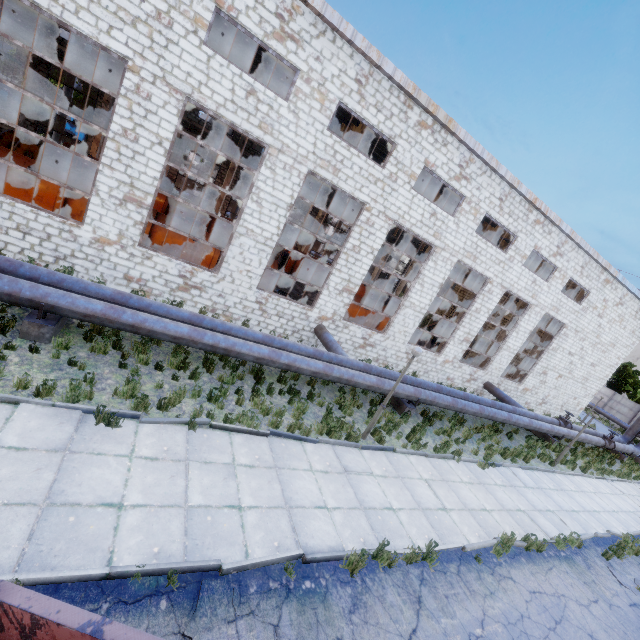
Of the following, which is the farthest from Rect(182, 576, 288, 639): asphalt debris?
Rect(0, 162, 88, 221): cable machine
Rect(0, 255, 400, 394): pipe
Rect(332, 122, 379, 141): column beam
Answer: Rect(332, 122, 379, 141): column beam

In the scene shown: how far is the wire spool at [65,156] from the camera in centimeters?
1484cm

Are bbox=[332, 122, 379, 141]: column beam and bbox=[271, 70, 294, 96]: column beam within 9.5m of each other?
yes

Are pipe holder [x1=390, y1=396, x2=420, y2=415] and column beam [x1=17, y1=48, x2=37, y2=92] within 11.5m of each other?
no

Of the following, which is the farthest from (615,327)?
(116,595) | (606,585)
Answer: (116,595)

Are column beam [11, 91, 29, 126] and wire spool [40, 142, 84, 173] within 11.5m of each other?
yes

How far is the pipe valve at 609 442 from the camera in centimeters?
2166cm

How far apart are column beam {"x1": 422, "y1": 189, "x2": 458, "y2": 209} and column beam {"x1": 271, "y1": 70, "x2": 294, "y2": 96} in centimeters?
1300cm
